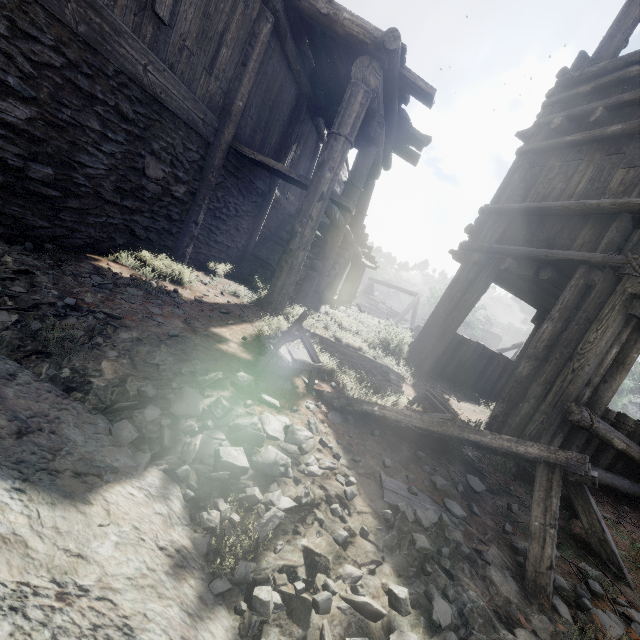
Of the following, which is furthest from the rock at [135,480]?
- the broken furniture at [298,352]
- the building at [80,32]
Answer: the broken furniture at [298,352]

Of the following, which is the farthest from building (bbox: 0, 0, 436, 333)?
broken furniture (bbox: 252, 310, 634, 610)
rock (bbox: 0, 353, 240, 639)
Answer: broken furniture (bbox: 252, 310, 634, 610)

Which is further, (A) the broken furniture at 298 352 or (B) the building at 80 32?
(B) the building at 80 32

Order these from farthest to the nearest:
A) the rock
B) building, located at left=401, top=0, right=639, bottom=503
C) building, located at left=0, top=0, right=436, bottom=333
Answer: building, located at left=401, top=0, right=639, bottom=503, building, located at left=0, top=0, right=436, bottom=333, the rock

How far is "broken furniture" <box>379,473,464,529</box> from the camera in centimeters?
217cm

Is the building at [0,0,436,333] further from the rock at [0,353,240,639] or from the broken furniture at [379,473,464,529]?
the broken furniture at [379,473,464,529]

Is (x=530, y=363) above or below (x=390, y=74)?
below
